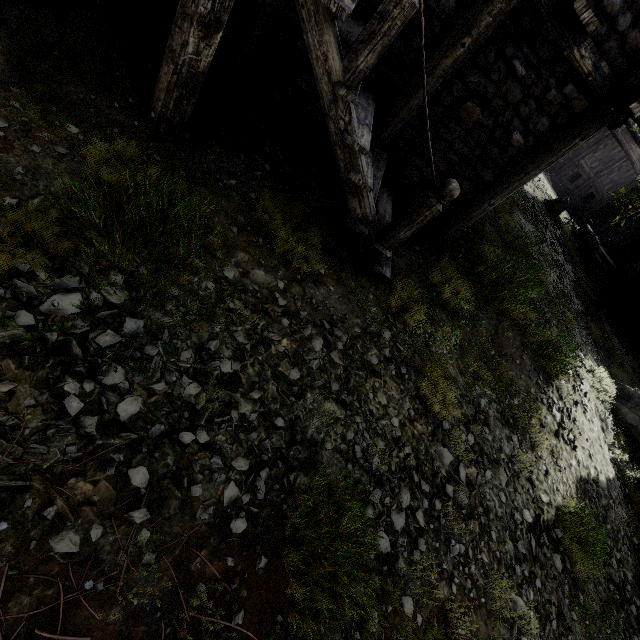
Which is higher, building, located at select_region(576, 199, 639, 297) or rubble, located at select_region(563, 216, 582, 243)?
rubble, located at select_region(563, 216, 582, 243)

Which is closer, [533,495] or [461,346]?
[533,495]

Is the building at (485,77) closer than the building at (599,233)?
Yes

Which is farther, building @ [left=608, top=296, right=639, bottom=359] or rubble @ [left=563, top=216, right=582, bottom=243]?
rubble @ [left=563, top=216, right=582, bottom=243]

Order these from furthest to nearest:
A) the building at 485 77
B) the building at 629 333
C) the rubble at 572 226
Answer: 1. the rubble at 572 226
2. the building at 629 333
3. the building at 485 77

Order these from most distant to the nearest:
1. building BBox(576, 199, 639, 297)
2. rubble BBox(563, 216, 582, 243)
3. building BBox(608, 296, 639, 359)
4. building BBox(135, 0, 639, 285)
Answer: rubble BBox(563, 216, 582, 243) < building BBox(576, 199, 639, 297) < building BBox(608, 296, 639, 359) < building BBox(135, 0, 639, 285)

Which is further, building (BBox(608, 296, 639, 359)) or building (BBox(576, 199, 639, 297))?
building (BBox(576, 199, 639, 297))

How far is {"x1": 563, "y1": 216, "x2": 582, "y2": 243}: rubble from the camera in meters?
19.6 m
